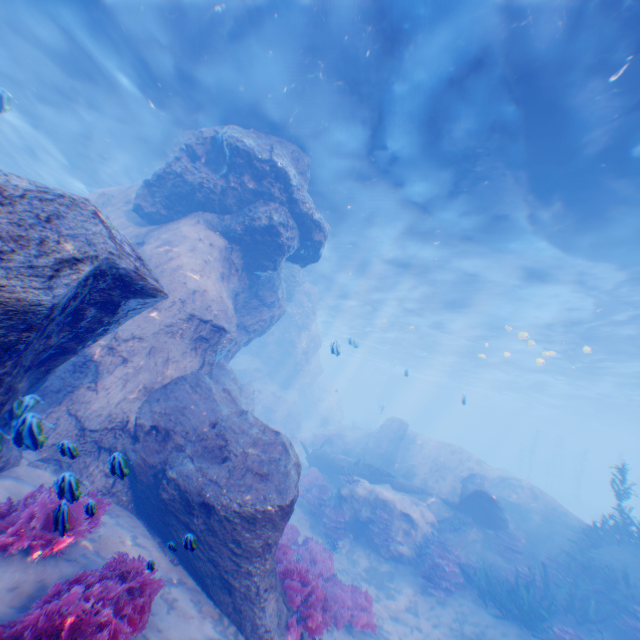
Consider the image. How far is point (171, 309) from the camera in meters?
8.6

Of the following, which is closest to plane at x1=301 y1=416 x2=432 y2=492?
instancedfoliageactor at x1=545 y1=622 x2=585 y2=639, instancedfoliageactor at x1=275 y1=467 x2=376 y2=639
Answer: instancedfoliageactor at x1=545 y1=622 x2=585 y2=639

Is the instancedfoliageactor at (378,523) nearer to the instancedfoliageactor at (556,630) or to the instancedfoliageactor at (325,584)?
the instancedfoliageactor at (325,584)

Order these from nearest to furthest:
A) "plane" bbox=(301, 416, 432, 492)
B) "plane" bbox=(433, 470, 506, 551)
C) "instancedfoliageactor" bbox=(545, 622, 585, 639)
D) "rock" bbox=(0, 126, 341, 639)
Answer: "rock" bbox=(0, 126, 341, 639)
"instancedfoliageactor" bbox=(545, 622, 585, 639)
"plane" bbox=(433, 470, 506, 551)
"plane" bbox=(301, 416, 432, 492)

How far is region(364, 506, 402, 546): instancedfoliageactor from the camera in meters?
12.5

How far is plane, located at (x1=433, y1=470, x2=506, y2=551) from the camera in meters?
13.2

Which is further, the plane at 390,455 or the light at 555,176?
the plane at 390,455

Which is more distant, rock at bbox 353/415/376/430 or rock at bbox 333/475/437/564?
rock at bbox 353/415/376/430
